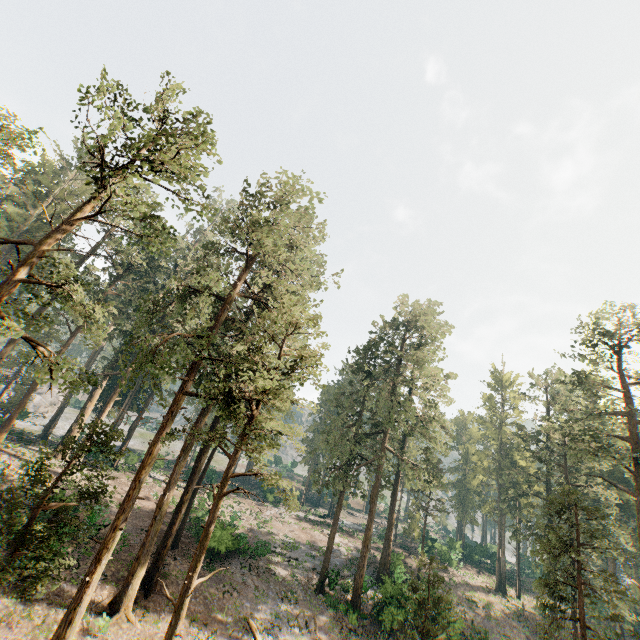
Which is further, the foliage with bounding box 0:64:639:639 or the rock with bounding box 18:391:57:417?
the rock with bounding box 18:391:57:417

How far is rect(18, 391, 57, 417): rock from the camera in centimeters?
5675cm

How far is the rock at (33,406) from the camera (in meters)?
56.75

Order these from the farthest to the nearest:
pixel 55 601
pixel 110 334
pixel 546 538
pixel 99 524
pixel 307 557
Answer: pixel 110 334 < pixel 307 557 < pixel 99 524 < pixel 546 538 < pixel 55 601

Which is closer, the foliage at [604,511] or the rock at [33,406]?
the foliage at [604,511]
